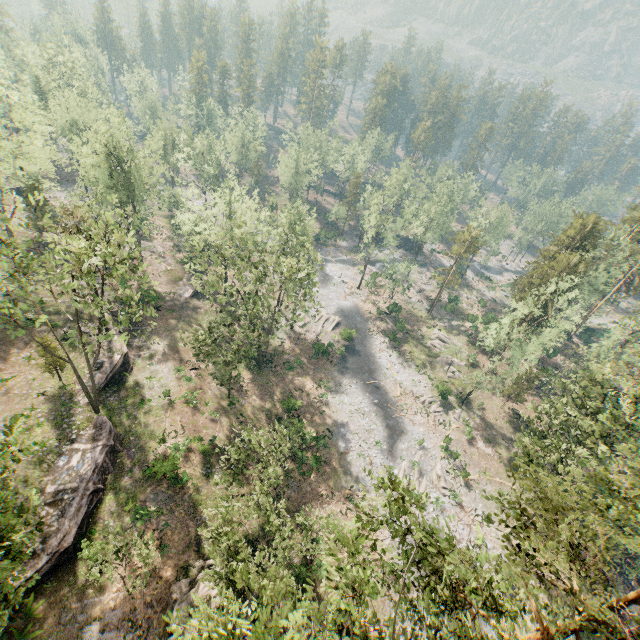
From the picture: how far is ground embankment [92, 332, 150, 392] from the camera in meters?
31.9 m

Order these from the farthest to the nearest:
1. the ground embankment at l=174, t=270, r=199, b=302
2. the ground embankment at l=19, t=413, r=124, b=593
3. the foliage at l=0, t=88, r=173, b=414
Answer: the ground embankment at l=174, t=270, r=199, b=302 → the ground embankment at l=19, t=413, r=124, b=593 → the foliage at l=0, t=88, r=173, b=414

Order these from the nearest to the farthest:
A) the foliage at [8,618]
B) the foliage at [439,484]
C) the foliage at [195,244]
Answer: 1. the foliage at [8,618]
2. the foliage at [195,244]
3. the foliage at [439,484]

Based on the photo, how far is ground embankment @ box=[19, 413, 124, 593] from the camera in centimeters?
2130cm

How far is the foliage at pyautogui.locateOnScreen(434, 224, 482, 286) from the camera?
53.78m

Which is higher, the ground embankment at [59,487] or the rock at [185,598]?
the ground embankment at [59,487]

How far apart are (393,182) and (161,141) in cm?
3536
